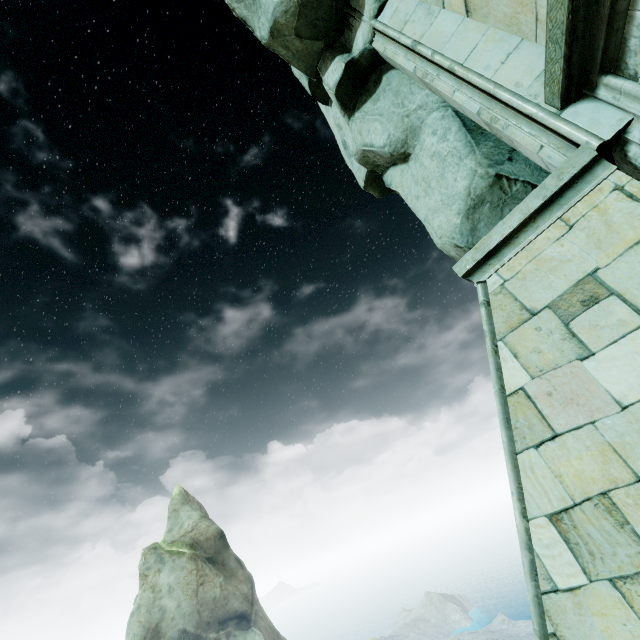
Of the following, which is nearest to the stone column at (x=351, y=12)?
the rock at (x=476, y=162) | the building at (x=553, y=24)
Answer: the rock at (x=476, y=162)

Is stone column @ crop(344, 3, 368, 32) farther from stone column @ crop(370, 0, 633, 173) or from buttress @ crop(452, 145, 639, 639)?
buttress @ crop(452, 145, 639, 639)

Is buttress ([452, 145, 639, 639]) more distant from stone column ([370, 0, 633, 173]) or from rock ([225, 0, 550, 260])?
rock ([225, 0, 550, 260])

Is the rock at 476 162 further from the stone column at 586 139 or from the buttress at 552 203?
the buttress at 552 203

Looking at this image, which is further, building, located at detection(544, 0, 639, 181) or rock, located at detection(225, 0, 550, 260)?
rock, located at detection(225, 0, 550, 260)

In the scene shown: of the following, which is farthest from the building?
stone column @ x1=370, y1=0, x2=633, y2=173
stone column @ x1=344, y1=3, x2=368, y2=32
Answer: stone column @ x1=344, y1=3, x2=368, y2=32

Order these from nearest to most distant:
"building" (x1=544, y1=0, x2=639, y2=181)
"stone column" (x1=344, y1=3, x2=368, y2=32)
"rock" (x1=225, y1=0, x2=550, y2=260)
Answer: "building" (x1=544, y1=0, x2=639, y2=181) < "rock" (x1=225, y1=0, x2=550, y2=260) < "stone column" (x1=344, y1=3, x2=368, y2=32)

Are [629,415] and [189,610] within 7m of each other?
no
